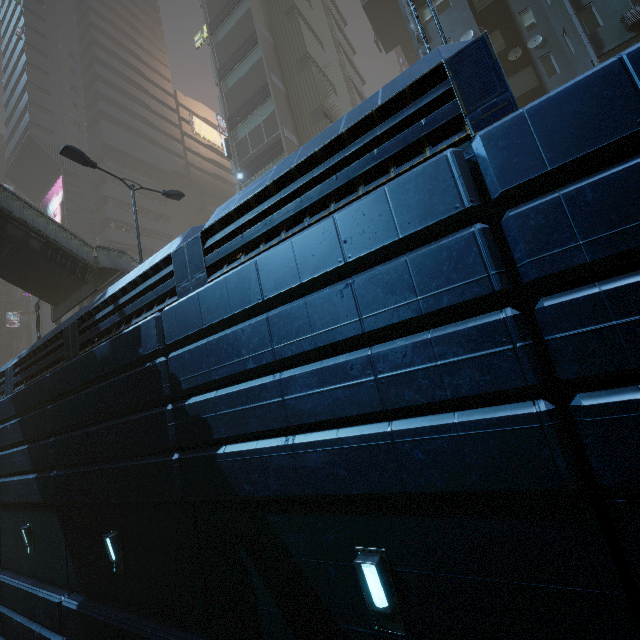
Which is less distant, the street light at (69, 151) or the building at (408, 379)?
the building at (408, 379)

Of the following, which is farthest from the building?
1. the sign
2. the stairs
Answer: the stairs

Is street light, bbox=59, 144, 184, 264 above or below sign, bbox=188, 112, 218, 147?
below

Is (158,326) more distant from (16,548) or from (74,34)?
(74,34)

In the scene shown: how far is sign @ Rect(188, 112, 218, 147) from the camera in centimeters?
5569cm

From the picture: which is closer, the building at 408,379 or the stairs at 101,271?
the building at 408,379

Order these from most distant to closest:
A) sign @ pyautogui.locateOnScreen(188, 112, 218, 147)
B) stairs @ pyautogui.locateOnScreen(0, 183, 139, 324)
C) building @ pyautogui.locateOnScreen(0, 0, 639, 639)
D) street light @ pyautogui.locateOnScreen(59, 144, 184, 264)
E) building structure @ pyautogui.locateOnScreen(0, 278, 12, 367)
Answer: sign @ pyautogui.locateOnScreen(188, 112, 218, 147), building structure @ pyautogui.locateOnScreen(0, 278, 12, 367), stairs @ pyautogui.locateOnScreen(0, 183, 139, 324), street light @ pyautogui.locateOnScreen(59, 144, 184, 264), building @ pyautogui.locateOnScreen(0, 0, 639, 639)

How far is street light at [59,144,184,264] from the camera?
11.8 meters
